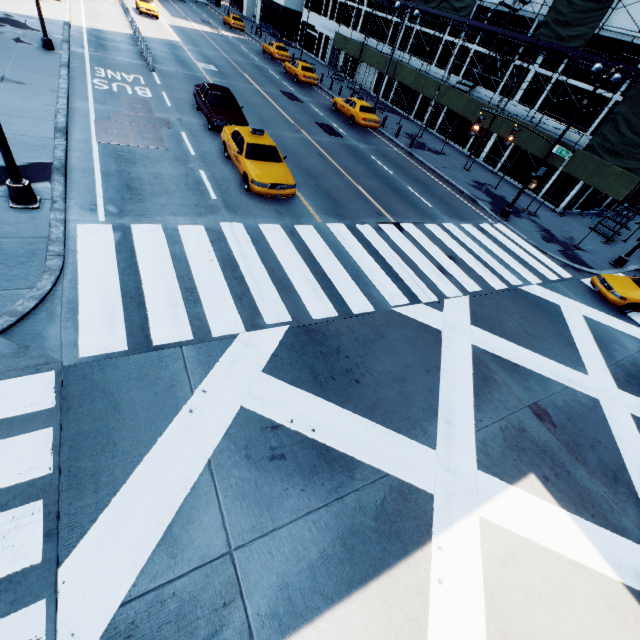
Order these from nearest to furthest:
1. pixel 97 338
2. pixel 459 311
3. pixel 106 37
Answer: pixel 97 338 < pixel 459 311 < pixel 106 37

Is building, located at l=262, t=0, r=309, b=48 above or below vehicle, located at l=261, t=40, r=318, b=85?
above

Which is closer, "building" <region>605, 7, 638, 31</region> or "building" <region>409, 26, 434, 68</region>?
"building" <region>605, 7, 638, 31</region>

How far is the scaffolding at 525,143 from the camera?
19.41m

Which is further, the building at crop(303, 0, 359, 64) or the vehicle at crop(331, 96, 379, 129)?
the building at crop(303, 0, 359, 64)

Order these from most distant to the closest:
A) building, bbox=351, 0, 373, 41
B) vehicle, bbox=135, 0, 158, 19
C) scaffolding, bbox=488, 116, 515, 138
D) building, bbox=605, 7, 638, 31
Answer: building, bbox=351, 0, 373, 41, vehicle, bbox=135, 0, 158, 19, scaffolding, bbox=488, 116, 515, 138, building, bbox=605, 7, 638, 31

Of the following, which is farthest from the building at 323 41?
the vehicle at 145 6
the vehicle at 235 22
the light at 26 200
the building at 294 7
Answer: the light at 26 200
